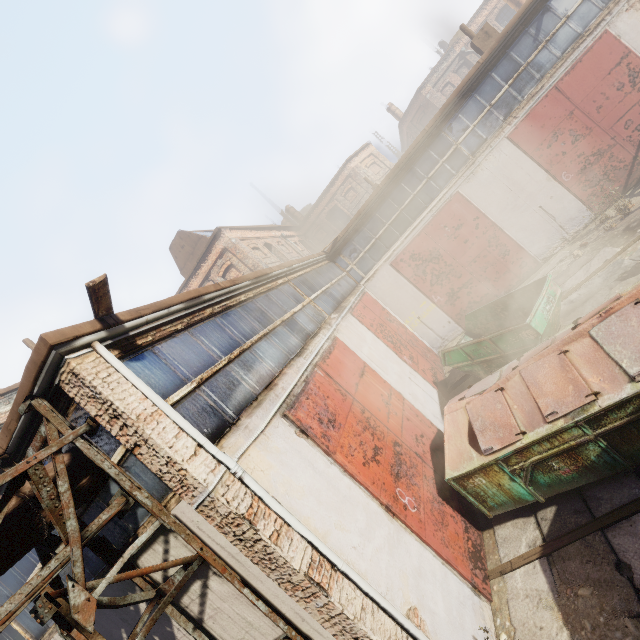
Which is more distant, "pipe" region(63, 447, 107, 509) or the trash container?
the trash container

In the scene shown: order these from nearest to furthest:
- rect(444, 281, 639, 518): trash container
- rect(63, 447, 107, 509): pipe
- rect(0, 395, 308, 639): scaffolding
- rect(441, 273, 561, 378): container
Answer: rect(0, 395, 308, 639): scaffolding → rect(63, 447, 107, 509): pipe → rect(444, 281, 639, 518): trash container → rect(441, 273, 561, 378): container

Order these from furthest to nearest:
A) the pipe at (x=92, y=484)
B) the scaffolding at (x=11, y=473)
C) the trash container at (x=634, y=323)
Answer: the trash container at (x=634, y=323), the pipe at (x=92, y=484), the scaffolding at (x=11, y=473)

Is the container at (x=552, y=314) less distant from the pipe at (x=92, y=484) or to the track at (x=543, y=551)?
the track at (x=543, y=551)

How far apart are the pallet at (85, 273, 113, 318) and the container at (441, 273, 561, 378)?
7.7 meters

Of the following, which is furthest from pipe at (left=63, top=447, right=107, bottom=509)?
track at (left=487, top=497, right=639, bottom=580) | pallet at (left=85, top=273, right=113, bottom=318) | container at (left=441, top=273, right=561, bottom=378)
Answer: container at (left=441, top=273, right=561, bottom=378)

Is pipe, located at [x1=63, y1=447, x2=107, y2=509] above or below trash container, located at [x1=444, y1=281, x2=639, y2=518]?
above

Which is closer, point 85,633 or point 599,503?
point 85,633
